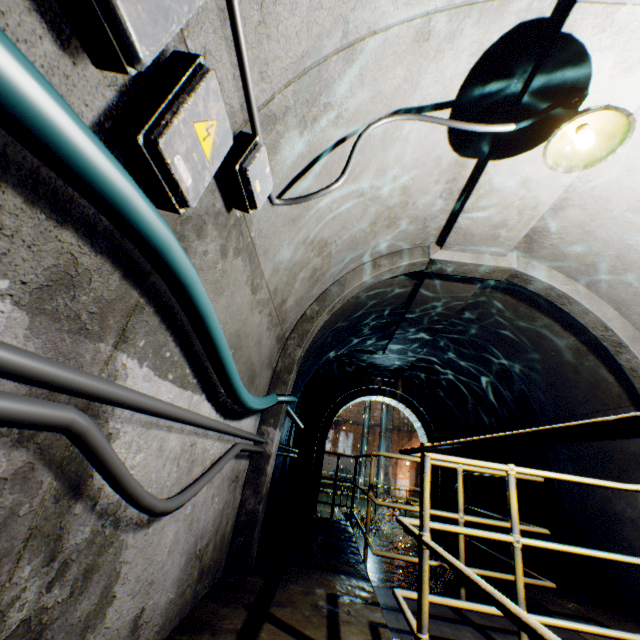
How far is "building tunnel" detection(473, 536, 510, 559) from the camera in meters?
6.4 m

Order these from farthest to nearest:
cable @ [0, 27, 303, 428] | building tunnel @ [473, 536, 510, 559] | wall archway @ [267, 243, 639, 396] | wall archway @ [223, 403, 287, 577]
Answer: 1. building tunnel @ [473, 536, 510, 559]
2. wall archway @ [267, 243, 639, 396]
3. wall archway @ [223, 403, 287, 577]
4. cable @ [0, 27, 303, 428]

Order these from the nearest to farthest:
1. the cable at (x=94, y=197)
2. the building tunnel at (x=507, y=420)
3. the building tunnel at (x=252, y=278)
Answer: the cable at (x=94, y=197)
the building tunnel at (x=252, y=278)
the building tunnel at (x=507, y=420)

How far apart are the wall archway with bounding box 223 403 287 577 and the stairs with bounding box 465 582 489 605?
2.3m

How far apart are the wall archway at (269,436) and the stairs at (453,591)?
2.3 meters

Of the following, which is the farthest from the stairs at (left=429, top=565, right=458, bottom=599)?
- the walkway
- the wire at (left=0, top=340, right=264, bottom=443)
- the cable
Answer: the wire at (left=0, top=340, right=264, bottom=443)

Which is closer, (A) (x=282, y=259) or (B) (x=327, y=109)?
(B) (x=327, y=109)
